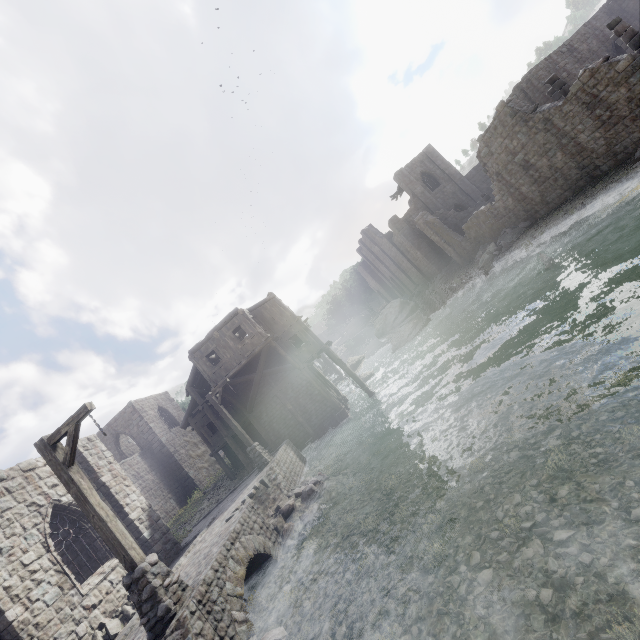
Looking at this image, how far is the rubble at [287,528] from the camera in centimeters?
1027cm

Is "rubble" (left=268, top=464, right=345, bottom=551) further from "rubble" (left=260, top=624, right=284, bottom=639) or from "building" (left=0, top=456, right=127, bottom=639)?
"building" (left=0, top=456, right=127, bottom=639)

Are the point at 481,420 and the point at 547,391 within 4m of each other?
yes

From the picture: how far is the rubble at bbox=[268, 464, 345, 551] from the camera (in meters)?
10.27

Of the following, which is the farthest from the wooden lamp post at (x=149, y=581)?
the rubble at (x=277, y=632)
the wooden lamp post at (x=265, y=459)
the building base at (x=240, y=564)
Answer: the wooden lamp post at (x=265, y=459)

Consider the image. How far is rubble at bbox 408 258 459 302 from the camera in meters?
37.2 m

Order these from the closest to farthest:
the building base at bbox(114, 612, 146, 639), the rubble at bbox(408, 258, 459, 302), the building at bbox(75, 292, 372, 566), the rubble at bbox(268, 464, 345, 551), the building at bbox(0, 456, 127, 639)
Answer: the building base at bbox(114, 612, 146, 639)
the building at bbox(0, 456, 127, 639)
the rubble at bbox(268, 464, 345, 551)
the building at bbox(75, 292, 372, 566)
the rubble at bbox(408, 258, 459, 302)

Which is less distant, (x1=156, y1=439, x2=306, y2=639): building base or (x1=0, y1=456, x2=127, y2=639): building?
(x1=156, y1=439, x2=306, y2=639): building base
